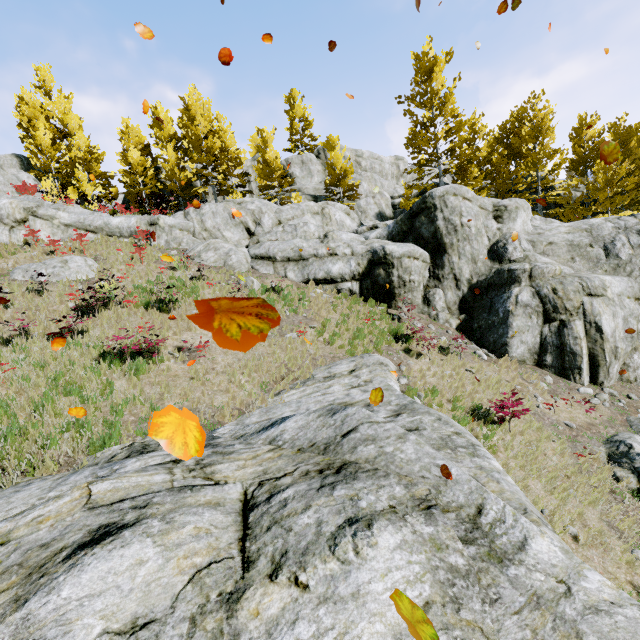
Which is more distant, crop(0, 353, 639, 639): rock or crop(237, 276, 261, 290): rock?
crop(237, 276, 261, 290): rock

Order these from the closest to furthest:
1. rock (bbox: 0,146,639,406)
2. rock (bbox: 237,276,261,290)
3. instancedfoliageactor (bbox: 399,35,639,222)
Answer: rock (bbox: 0,146,639,406), rock (bbox: 237,276,261,290), instancedfoliageactor (bbox: 399,35,639,222)

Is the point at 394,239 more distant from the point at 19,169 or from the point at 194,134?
the point at 19,169

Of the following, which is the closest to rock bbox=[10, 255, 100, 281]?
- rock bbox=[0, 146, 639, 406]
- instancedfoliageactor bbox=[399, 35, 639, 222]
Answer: rock bbox=[0, 146, 639, 406]

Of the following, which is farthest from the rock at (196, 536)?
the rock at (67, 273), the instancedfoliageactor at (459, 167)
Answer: the rock at (67, 273)

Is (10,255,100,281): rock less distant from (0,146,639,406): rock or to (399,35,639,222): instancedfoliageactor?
(0,146,639,406): rock
